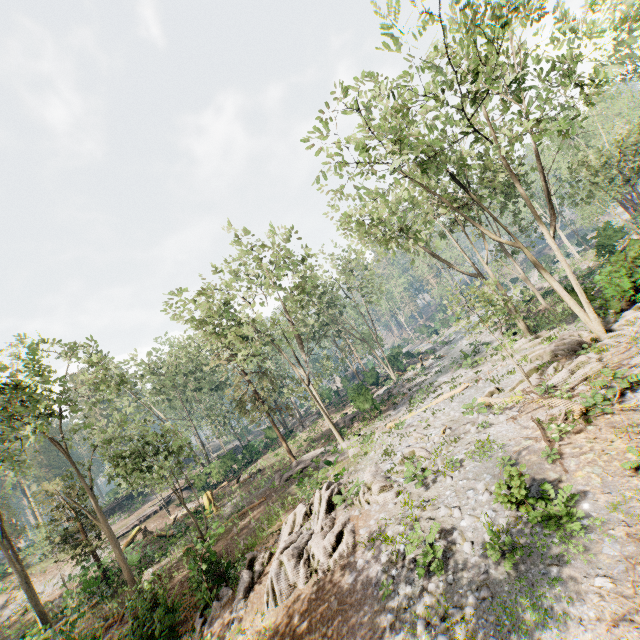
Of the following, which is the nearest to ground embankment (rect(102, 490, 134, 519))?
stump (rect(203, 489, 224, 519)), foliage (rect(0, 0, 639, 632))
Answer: foliage (rect(0, 0, 639, 632))

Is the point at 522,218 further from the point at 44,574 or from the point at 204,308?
the point at 44,574

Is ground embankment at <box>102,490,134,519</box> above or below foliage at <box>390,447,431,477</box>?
above

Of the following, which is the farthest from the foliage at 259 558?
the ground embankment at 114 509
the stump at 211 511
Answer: the stump at 211 511

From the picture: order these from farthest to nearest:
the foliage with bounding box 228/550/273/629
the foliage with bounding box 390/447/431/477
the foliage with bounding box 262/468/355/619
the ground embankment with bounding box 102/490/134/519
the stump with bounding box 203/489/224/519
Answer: the ground embankment with bounding box 102/490/134/519
the stump with bounding box 203/489/224/519
the foliage with bounding box 390/447/431/477
the foliage with bounding box 228/550/273/629
the foliage with bounding box 262/468/355/619
